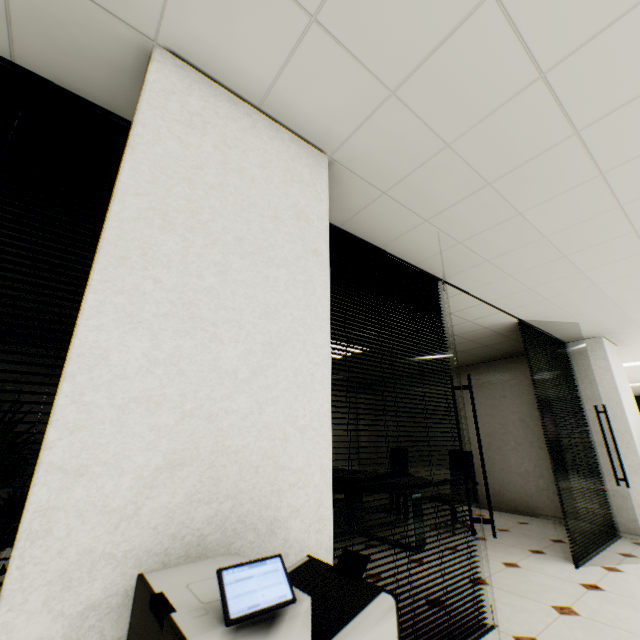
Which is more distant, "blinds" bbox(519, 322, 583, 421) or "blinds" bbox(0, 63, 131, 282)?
"blinds" bbox(519, 322, 583, 421)

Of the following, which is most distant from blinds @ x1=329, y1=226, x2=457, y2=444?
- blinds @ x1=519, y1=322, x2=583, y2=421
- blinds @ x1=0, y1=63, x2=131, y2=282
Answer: blinds @ x1=519, y1=322, x2=583, y2=421

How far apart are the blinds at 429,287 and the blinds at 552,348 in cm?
210

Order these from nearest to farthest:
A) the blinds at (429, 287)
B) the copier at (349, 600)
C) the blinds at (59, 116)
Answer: the copier at (349, 600) → the blinds at (59, 116) → the blinds at (429, 287)

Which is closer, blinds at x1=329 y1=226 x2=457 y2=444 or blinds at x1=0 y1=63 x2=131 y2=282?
blinds at x1=0 y1=63 x2=131 y2=282

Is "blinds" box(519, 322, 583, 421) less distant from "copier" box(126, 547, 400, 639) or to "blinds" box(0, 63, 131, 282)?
"copier" box(126, 547, 400, 639)

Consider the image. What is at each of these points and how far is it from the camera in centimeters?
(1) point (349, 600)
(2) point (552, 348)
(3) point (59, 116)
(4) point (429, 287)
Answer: (1) copier, 83cm
(2) blinds, 538cm
(3) blinds, 159cm
(4) blinds, 339cm

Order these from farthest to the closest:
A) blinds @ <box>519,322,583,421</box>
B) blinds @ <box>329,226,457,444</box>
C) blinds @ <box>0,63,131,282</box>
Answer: blinds @ <box>519,322,583,421</box>
blinds @ <box>329,226,457,444</box>
blinds @ <box>0,63,131,282</box>
